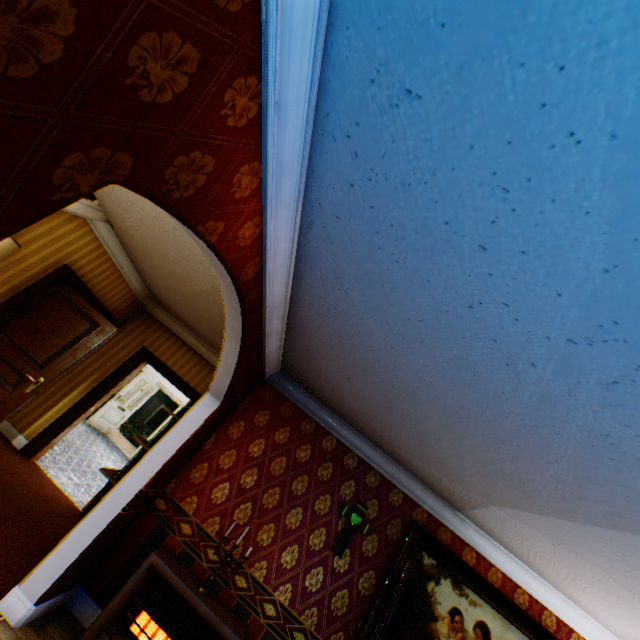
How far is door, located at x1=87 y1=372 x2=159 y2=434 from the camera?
10.4m

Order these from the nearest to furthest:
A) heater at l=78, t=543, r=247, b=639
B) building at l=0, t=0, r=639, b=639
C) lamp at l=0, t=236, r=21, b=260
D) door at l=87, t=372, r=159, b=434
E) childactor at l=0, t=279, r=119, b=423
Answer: building at l=0, t=0, r=639, b=639 < heater at l=78, t=543, r=247, b=639 < lamp at l=0, t=236, r=21, b=260 < childactor at l=0, t=279, r=119, b=423 < door at l=87, t=372, r=159, b=434

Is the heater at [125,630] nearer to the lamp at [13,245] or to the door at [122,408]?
the lamp at [13,245]

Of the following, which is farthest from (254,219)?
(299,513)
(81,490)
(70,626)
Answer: (81,490)

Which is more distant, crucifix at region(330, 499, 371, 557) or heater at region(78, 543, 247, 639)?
crucifix at region(330, 499, 371, 557)

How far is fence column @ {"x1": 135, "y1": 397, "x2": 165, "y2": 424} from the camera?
24.18m

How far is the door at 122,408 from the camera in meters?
10.4 m

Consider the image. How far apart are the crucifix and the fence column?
24.6m
